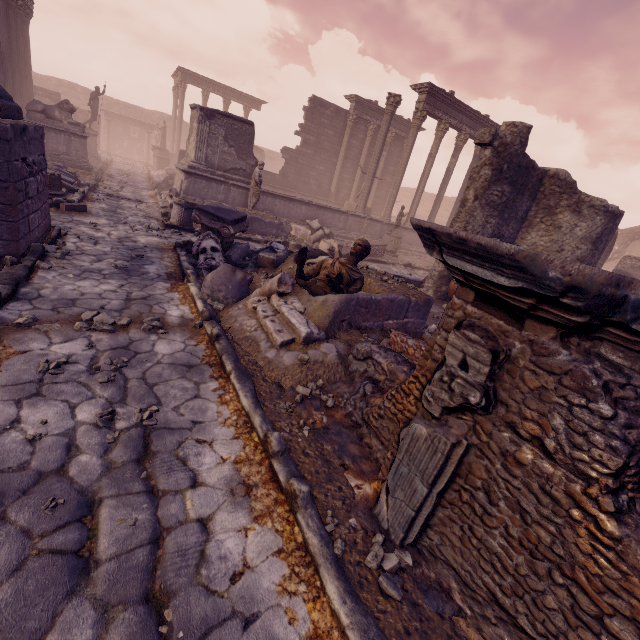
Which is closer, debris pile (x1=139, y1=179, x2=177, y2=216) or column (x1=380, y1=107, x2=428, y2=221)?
debris pile (x1=139, y1=179, x2=177, y2=216)

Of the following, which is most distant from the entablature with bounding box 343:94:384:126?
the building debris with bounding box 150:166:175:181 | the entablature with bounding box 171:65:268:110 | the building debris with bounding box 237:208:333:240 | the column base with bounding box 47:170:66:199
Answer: the column base with bounding box 47:170:66:199

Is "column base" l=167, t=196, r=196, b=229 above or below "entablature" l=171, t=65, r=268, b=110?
below

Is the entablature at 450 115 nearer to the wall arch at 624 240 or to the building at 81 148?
the wall arch at 624 240

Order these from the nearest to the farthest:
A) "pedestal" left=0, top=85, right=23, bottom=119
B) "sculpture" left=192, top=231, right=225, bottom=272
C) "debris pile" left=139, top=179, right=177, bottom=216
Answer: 1. "pedestal" left=0, top=85, right=23, bottom=119
2. "sculpture" left=192, top=231, right=225, bottom=272
3. "debris pile" left=139, top=179, right=177, bottom=216

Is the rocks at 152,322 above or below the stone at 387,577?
below

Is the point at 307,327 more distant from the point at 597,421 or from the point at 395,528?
the point at 597,421

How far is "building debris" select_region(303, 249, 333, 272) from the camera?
6.76m
